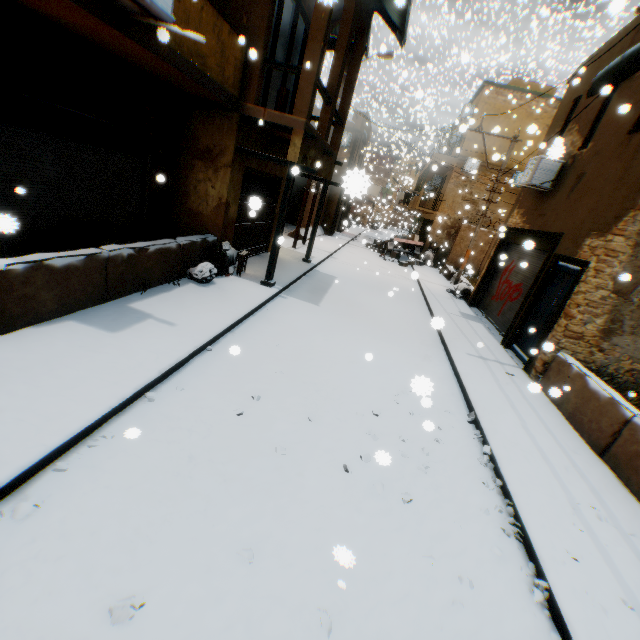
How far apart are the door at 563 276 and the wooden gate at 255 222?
0.4 meters

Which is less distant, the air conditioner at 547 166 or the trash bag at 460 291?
the air conditioner at 547 166

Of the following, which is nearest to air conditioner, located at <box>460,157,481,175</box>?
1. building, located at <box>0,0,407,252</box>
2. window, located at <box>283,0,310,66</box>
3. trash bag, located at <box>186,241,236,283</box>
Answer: building, located at <box>0,0,407,252</box>

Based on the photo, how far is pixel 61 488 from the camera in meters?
2.8

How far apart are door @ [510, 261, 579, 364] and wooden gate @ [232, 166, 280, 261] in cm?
39

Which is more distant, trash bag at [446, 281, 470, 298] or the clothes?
trash bag at [446, 281, 470, 298]

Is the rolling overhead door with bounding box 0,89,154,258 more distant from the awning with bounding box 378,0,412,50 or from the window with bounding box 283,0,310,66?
the window with bounding box 283,0,310,66

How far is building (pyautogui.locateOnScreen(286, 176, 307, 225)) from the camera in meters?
22.6
